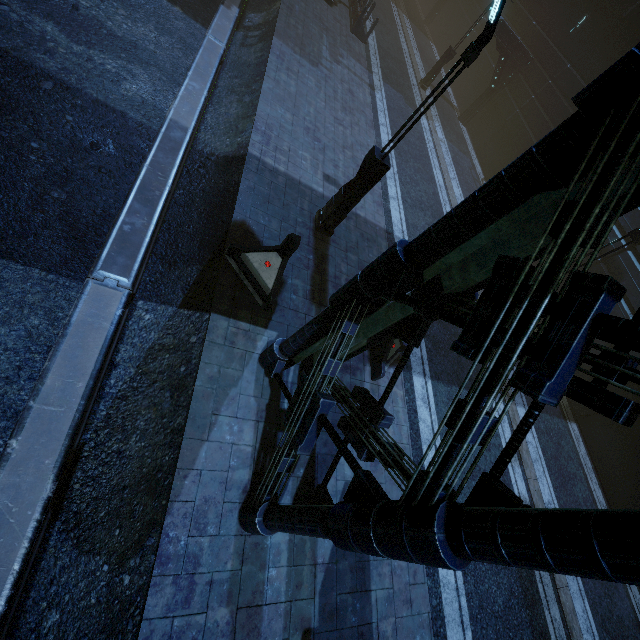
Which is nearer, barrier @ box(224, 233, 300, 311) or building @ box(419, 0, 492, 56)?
barrier @ box(224, 233, 300, 311)

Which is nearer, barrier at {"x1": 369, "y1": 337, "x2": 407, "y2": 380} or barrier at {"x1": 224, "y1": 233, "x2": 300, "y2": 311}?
→ barrier at {"x1": 224, "y1": 233, "x2": 300, "y2": 311}

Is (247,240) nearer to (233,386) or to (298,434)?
(233,386)

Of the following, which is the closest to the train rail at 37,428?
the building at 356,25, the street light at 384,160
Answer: the building at 356,25

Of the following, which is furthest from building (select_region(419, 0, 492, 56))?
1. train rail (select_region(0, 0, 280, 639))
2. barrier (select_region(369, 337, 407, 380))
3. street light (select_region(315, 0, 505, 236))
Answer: street light (select_region(315, 0, 505, 236))

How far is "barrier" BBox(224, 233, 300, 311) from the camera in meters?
6.4 m

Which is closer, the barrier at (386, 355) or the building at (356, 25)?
the barrier at (386, 355)

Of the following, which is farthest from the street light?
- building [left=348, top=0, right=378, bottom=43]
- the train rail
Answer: building [left=348, top=0, right=378, bottom=43]
